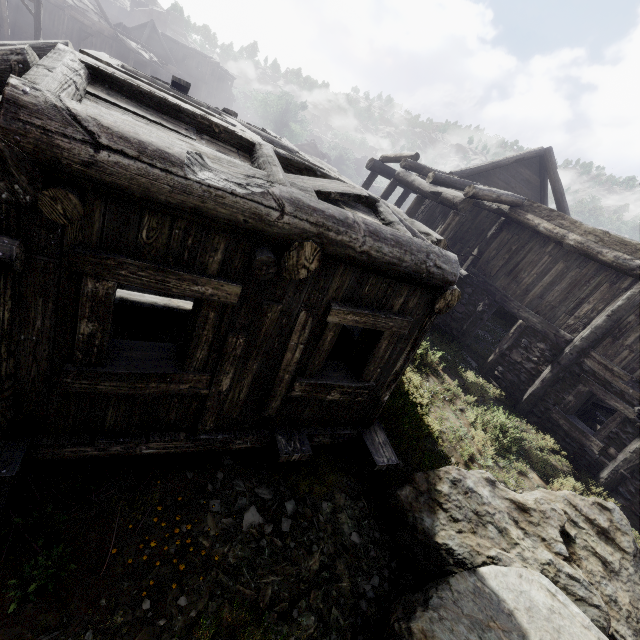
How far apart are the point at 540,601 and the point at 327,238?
4.4 meters
